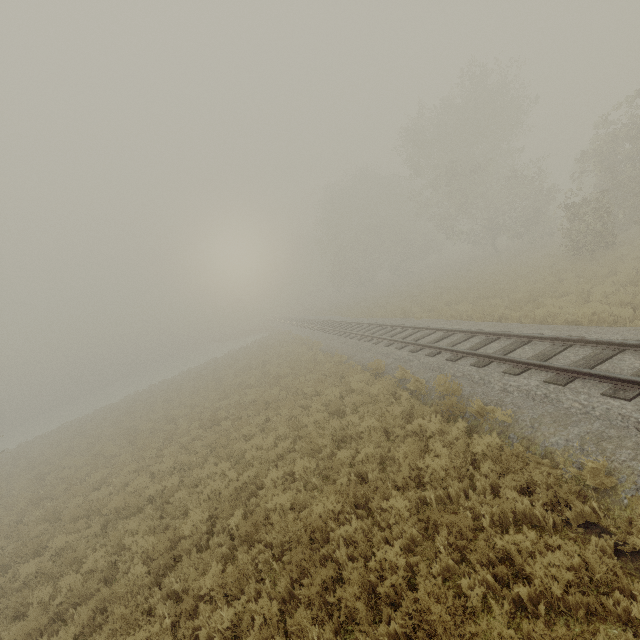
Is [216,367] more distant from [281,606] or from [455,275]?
[281,606]
